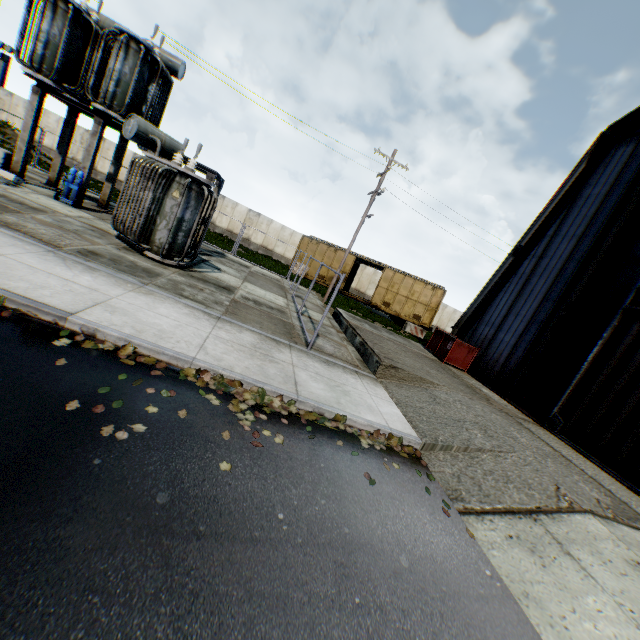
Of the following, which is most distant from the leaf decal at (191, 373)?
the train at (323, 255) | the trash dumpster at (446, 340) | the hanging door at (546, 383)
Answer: the train at (323, 255)

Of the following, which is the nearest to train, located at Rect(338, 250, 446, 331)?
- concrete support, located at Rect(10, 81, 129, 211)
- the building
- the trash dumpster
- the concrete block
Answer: the building

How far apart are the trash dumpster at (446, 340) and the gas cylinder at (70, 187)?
15.9m

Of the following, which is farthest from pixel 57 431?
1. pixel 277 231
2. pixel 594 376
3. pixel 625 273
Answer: pixel 277 231

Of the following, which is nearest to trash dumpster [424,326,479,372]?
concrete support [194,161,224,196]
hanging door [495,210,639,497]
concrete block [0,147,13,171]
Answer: hanging door [495,210,639,497]

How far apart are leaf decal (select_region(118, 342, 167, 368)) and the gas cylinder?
10.9 meters

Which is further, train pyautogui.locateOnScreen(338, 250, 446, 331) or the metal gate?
the metal gate

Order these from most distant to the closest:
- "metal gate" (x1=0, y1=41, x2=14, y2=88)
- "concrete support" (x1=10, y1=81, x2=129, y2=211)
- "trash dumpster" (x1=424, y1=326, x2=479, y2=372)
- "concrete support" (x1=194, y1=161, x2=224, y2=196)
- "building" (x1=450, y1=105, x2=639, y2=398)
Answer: "metal gate" (x1=0, y1=41, x2=14, y2=88)
"trash dumpster" (x1=424, y1=326, x2=479, y2=372)
"concrete support" (x1=194, y1=161, x2=224, y2=196)
"concrete support" (x1=10, y1=81, x2=129, y2=211)
"building" (x1=450, y1=105, x2=639, y2=398)
